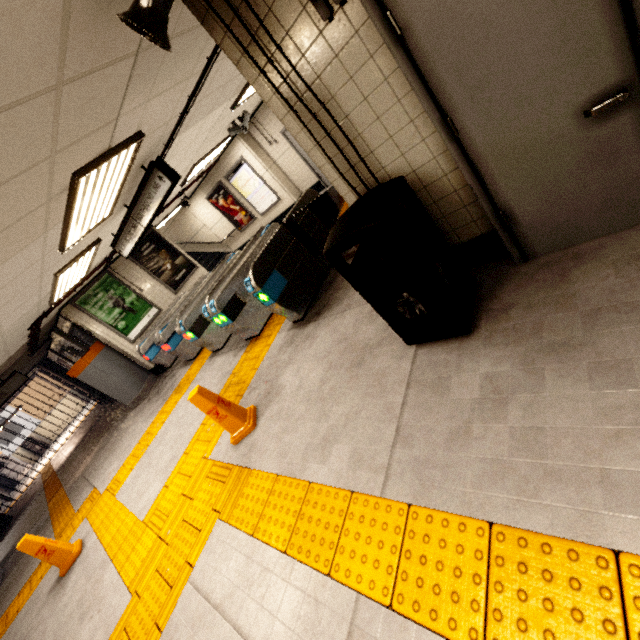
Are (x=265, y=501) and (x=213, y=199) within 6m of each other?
no

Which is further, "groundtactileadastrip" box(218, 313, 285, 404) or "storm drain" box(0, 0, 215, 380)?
"groundtactileadastrip" box(218, 313, 285, 404)

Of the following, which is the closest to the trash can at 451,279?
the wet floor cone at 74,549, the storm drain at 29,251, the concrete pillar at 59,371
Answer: the storm drain at 29,251

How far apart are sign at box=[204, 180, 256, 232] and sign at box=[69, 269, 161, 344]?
4.78m

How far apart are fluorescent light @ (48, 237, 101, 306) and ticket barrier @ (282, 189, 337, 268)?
3.29m

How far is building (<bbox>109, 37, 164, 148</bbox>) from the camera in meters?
2.6

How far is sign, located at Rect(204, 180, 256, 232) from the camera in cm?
1161

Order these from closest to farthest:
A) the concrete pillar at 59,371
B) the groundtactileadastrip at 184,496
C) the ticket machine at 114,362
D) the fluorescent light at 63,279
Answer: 1. the groundtactileadastrip at 184,496
2. the fluorescent light at 63,279
3. the ticket machine at 114,362
4. the concrete pillar at 59,371
